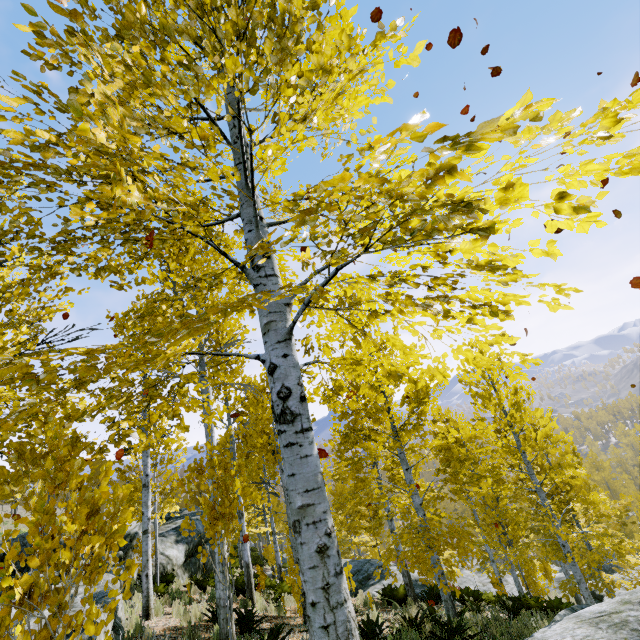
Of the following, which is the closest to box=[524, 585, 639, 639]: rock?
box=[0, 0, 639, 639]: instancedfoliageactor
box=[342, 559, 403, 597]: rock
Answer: box=[0, 0, 639, 639]: instancedfoliageactor

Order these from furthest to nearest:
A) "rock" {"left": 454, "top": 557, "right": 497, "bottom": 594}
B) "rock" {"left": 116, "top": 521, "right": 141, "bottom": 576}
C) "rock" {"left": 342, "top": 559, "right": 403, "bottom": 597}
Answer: "rock" {"left": 454, "top": 557, "right": 497, "bottom": 594}
"rock" {"left": 342, "top": 559, "right": 403, "bottom": 597}
"rock" {"left": 116, "top": 521, "right": 141, "bottom": 576}

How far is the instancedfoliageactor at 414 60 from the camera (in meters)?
2.12

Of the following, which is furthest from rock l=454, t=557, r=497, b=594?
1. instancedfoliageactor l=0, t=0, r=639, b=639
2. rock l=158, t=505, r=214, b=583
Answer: rock l=158, t=505, r=214, b=583

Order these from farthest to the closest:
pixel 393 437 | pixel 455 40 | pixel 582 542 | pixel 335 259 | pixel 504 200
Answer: pixel 582 542 → pixel 393 437 → pixel 455 40 → pixel 335 259 → pixel 504 200

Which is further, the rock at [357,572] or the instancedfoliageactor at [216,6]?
the rock at [357,572]

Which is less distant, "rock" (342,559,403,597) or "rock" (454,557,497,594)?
"rock" (342,559,403,597)

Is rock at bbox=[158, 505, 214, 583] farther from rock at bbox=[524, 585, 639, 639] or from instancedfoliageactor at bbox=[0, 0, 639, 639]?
rock at bbox=[524, 585, 639, 639]
